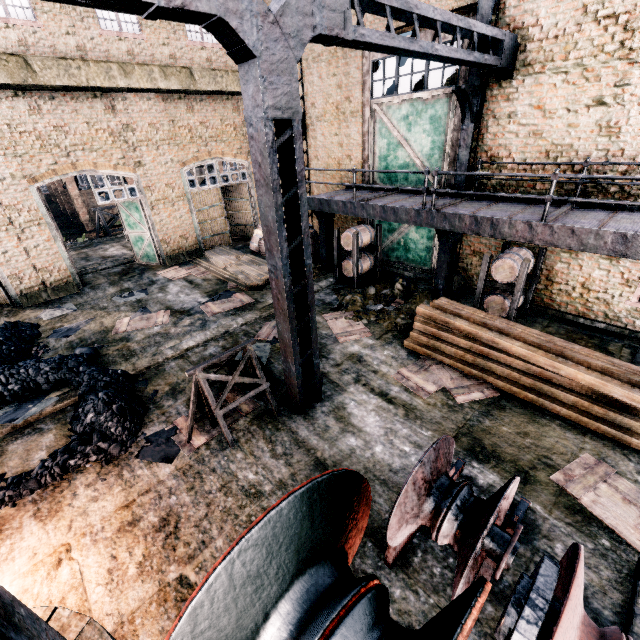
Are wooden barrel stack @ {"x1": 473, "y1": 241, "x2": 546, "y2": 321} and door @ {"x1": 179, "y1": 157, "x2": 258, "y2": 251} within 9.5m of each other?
no

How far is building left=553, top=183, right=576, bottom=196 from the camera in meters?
9.4

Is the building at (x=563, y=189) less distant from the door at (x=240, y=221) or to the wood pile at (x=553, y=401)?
the door at (x=240, y=221)

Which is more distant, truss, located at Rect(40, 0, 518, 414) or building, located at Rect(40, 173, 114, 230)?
building, located at Rect(40, 173, 114, 230)

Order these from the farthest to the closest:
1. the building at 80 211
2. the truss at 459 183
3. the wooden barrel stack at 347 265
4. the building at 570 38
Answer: the building at 80 211
the wooden barrel stack at 347 265
the truss at 459 183
the building at 570 38

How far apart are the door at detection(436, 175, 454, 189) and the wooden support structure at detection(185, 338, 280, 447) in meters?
9.6 m

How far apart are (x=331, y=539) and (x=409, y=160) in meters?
13.5 m
